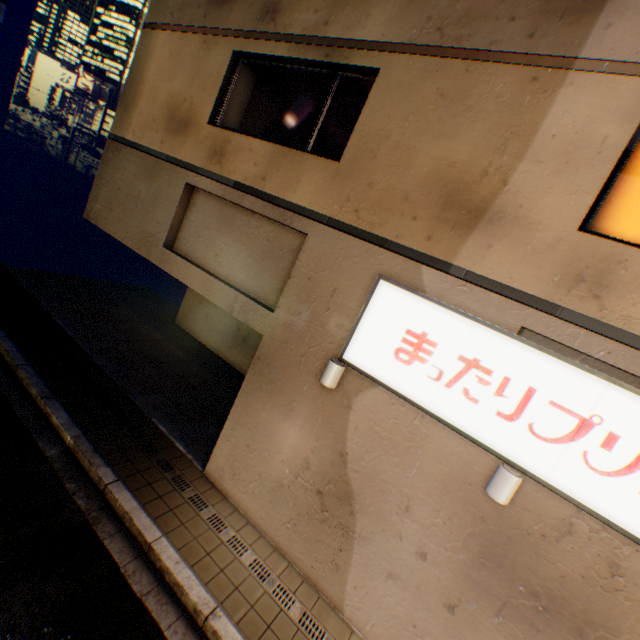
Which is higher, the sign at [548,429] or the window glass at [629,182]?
the window glass at [629,182]

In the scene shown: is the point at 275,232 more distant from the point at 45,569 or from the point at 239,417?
the point at 45,569

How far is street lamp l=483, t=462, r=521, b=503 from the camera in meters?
3.9 m

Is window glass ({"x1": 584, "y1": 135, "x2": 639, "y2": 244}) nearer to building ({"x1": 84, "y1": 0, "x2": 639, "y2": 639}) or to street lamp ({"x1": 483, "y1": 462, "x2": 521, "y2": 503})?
building ({"x1": 84, "y1": 0, "x2": 639, "y2": 639})

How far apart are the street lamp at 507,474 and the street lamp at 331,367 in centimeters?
245cm

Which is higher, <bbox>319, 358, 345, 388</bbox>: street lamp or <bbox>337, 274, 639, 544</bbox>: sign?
<bbox>337, 274, 639, 544</bbox>: sign

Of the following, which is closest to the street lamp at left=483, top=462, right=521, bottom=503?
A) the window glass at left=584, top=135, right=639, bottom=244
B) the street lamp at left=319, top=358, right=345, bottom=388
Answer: the street lamp at left=319, top=358, right=345, bottom=388

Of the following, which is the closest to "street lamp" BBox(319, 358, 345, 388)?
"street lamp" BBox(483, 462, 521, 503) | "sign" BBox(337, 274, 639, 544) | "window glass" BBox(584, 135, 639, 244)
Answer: "sign" BBox(337, 274, 639, 544)
